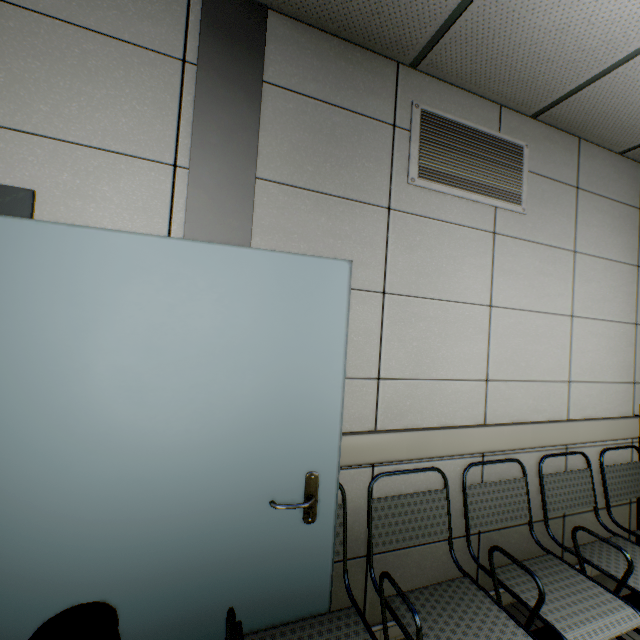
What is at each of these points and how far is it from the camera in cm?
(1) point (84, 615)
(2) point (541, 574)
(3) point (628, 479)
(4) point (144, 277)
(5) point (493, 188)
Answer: (1) garbage can, 116
(2) chair, 175
(3) chair, 247
(4) door, 127
(5) ventilation grill, 210

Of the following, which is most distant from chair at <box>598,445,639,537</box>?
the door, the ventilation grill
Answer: the ventilation grill

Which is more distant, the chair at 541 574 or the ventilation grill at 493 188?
the ventilation grill at 493 188

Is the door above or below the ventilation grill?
below

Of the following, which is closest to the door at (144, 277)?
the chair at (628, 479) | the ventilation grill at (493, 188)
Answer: the chair at (628, 479)

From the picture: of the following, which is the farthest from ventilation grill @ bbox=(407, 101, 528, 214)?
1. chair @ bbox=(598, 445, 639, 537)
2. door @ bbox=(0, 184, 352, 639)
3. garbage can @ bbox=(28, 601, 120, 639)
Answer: garbage can @ bbox=(28, 601, 120, 639)

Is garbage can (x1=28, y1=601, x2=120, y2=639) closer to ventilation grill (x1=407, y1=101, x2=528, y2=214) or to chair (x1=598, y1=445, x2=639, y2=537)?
chair (x1=598, y1=445, x2=639, y2=537)

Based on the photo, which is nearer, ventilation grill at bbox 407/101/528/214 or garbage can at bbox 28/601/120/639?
garbage can at bbox 28/601/120/639
